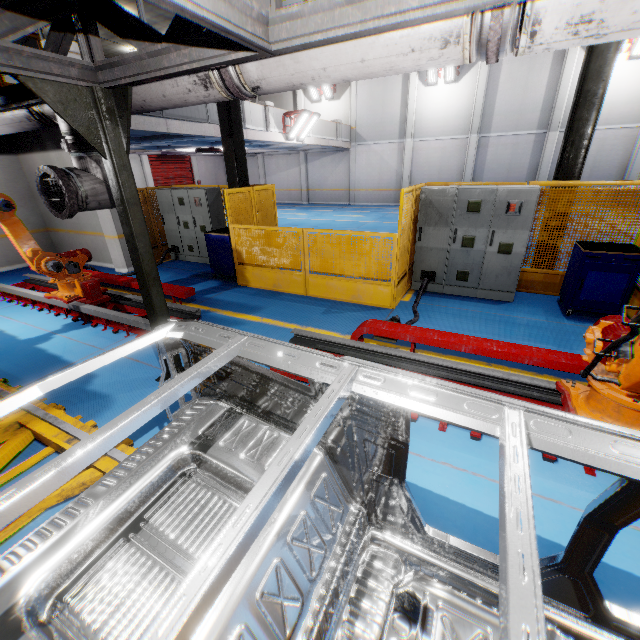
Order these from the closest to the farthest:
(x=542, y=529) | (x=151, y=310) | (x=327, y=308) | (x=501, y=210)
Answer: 1. (x=542, y=529)
2. (x=151, y=310)
3. (x=501, y=210)
4. (x=327, y=308)

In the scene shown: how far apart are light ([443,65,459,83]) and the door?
18.34m

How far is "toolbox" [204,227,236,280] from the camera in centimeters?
798cm

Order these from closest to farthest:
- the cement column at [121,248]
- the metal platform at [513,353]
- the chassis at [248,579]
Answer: the chassis at [248,579], the metal platform at [513,353], the cement column at [121,248]

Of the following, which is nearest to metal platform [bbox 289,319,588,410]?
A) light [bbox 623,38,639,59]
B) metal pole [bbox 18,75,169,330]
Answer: metal pole [bbox 18,75,169,330]

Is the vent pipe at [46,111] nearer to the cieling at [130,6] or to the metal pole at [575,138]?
the cieling at [130,6]

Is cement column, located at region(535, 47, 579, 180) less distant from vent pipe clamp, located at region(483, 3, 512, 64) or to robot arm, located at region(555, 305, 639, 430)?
robot arm, located at region(555, 305, 639, 430)

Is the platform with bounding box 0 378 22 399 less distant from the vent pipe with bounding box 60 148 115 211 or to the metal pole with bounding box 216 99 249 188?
the vent pipe with bounding box 60 148 115 211
